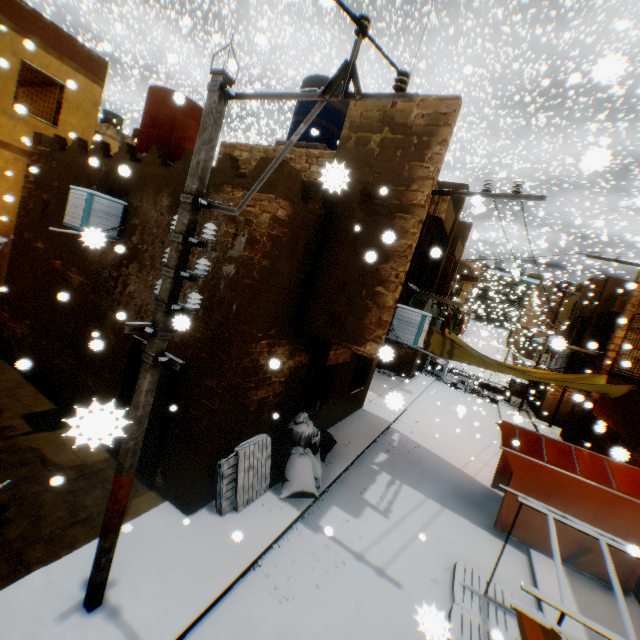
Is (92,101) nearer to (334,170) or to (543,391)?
(334,170)

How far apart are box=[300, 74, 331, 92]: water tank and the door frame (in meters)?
6.47

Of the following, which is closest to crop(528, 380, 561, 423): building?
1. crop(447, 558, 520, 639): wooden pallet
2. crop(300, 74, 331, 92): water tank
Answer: crop(447, 558, 520, 639): wooden pallet

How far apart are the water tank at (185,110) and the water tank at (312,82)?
2.3 meters

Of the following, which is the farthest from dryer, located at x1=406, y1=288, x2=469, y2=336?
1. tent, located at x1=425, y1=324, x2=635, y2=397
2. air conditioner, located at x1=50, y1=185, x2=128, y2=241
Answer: air conditioner, located at x1=50, y1=185, x2=128, y2=241

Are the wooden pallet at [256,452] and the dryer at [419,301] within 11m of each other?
yes

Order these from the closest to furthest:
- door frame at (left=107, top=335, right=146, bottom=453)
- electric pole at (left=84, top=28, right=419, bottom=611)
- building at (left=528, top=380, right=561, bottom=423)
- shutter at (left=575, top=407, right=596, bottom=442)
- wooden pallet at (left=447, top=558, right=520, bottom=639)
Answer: door frame at (left=107, top=335, right=146, bottom=453), electric pole at (left=84, top=28, right=419, bottom=611), wooden pallet at (left=447, top=558, right=520, bottom=639), shutter at (left=575, top=407, right=596, bottom=442), building at (left=528, top=380, right=561, bottom=423)

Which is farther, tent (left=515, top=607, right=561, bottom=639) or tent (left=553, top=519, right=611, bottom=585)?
tent (left=553, top=519, right=611, bottom=585)
